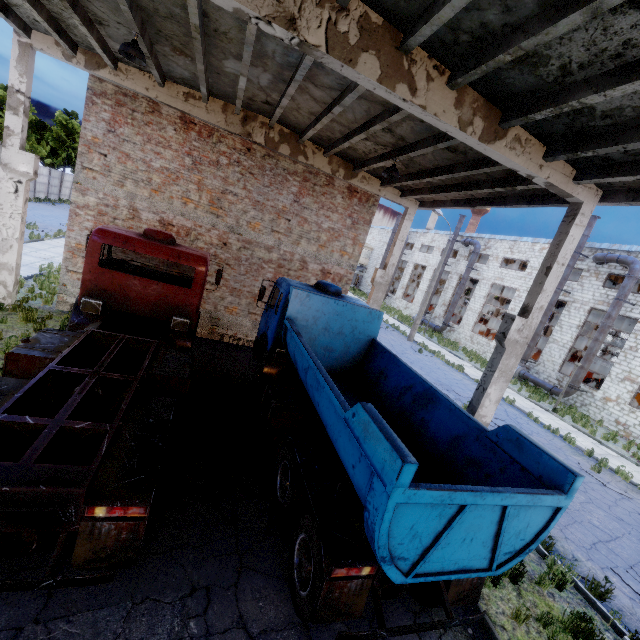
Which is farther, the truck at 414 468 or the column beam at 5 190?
the column beam at 5 190

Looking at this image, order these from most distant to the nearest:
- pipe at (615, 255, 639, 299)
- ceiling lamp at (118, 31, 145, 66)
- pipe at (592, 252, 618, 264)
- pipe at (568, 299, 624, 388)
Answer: pipe at (592, 252, 618, 264)
pipe at (568, 299, 624, 388)
pipe at (615, 255, 639, 299)
ceiling lamp at (118, 31, 145, 66)

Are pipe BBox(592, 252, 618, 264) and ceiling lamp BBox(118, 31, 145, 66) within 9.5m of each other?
no

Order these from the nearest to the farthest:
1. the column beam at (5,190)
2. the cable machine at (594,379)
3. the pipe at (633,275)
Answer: the column beam at (5,190) < the pipe at (633,275) < the cable machine at (594,379)

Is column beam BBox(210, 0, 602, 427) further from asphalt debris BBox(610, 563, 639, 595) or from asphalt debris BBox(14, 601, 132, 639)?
asphalt debris BBox(14, 601, 132, 639)

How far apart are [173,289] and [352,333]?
5.0m

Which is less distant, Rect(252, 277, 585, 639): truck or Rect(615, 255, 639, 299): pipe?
Rect(252, 277, 585, 639): truck

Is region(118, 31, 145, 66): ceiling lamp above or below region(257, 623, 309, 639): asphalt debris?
above
